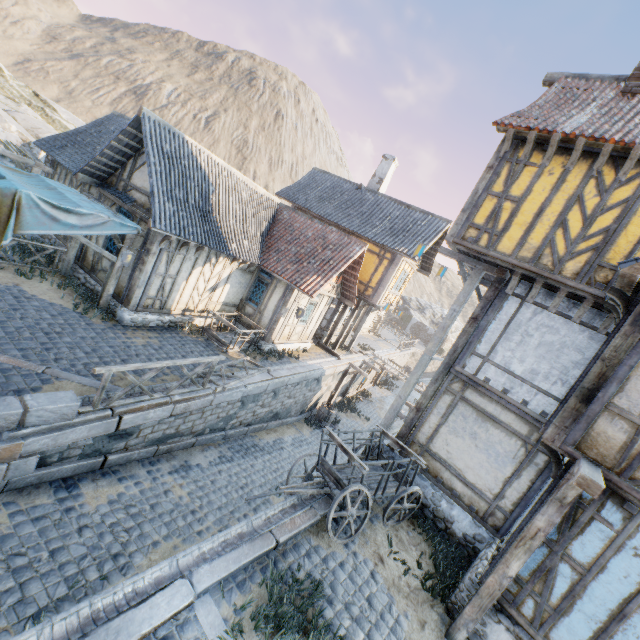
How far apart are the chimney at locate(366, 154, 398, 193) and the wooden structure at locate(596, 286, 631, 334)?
16.0 meters

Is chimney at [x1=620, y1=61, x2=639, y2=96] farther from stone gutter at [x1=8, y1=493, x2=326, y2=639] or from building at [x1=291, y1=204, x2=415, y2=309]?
stone gutter at [x1=8, y1=493, x2=326, y2=639]

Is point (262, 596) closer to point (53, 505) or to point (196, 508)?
point (196, 508)

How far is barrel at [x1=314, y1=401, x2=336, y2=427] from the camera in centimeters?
1750cm

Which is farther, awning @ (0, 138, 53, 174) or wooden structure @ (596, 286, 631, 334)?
awning @ (0, 138, 53, 174)

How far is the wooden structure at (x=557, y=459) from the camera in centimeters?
583cm

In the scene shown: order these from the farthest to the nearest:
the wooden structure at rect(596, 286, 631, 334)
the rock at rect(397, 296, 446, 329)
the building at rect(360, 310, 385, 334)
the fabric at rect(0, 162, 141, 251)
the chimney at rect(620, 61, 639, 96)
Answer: the rock at rect(397, 296, 446, 329), the building at rect(360, 310, 385, 334), the chimney at rect(620, 61, 639, 96), the fabric at rect(0, 162, 141, 251), the wooden structure at rect(596, 286, 631, 334)

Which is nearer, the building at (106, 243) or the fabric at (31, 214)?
the fabric at (31, 214)
